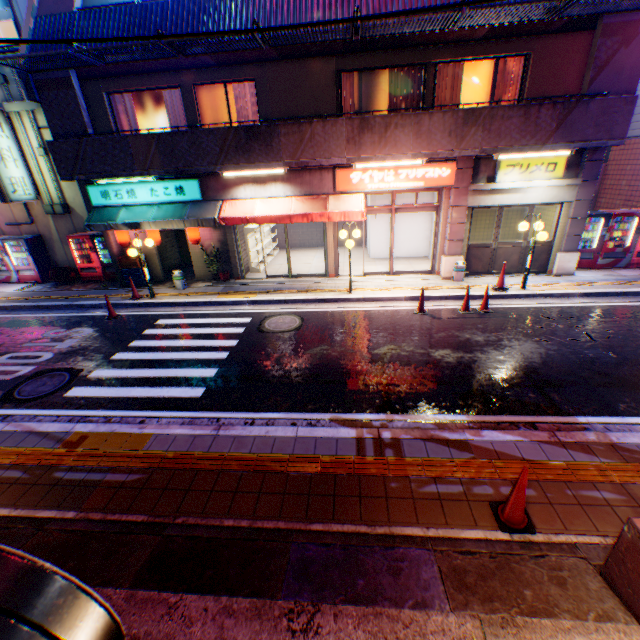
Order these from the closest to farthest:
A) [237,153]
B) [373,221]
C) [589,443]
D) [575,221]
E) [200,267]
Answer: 1. [589,443]
2. [237,153]
3. [575,221]
4. [200,267]
5. [373,221]

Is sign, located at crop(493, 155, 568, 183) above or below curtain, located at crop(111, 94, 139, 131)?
below

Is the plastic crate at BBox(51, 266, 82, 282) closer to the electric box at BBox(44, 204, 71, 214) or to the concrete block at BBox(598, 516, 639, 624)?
the electric box at BBox(44, 204, 71, 214)

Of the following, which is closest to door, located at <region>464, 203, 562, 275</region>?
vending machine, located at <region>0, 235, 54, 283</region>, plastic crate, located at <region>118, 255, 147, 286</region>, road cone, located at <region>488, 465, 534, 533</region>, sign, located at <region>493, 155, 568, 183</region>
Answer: sign, located at <region>493, 155, 568, 183</region>

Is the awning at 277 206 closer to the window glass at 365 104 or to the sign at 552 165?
the window glass at 365 104

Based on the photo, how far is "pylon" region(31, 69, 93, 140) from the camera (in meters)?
9.85

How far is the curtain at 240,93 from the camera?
10.9m

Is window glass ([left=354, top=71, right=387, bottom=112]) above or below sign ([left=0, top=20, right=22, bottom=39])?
below
